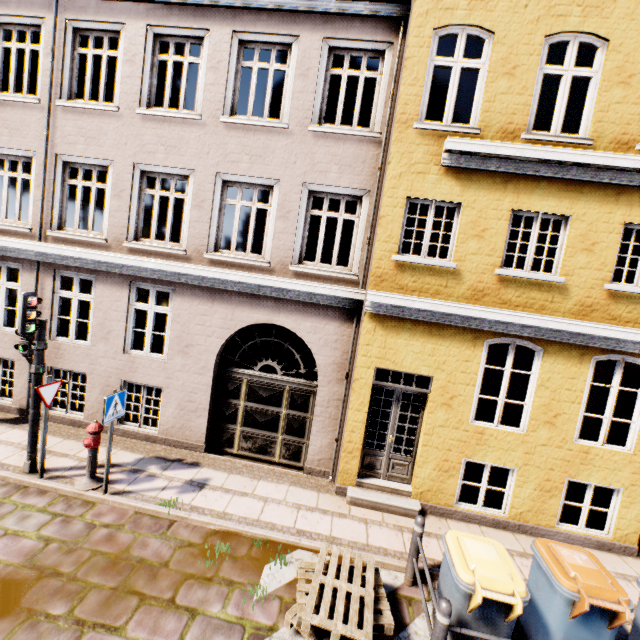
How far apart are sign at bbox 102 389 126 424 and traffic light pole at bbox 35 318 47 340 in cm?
181

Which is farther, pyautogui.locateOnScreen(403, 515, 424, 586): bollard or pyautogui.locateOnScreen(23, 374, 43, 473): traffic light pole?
pyautogui.locateOnScreen(23, 374, 43, 473): traffic light pole

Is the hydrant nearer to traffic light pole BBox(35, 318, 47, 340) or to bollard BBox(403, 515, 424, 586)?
A: traffic light pole BBox(35, 318, 47, 340)

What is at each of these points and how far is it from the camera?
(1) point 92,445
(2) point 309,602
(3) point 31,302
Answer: (1) hydrant, 5.9m
(2) pallet, 3.9m
(3) traffic light, 5.6m

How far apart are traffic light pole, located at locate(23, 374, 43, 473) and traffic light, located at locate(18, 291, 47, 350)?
0.47m

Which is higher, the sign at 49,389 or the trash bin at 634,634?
the sign at 49,389

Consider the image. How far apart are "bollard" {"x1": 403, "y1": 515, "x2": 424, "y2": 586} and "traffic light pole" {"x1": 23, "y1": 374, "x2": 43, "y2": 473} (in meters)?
7.02

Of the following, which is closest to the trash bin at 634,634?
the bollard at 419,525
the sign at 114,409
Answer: the bollard at 419,525
